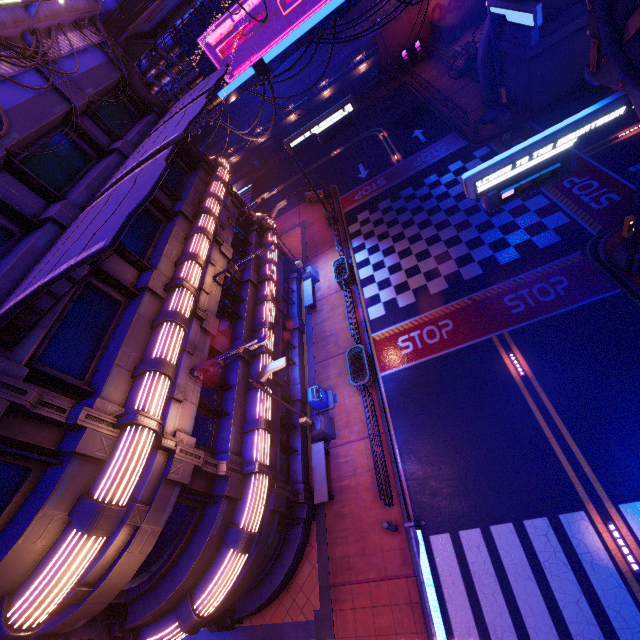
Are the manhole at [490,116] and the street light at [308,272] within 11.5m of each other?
no

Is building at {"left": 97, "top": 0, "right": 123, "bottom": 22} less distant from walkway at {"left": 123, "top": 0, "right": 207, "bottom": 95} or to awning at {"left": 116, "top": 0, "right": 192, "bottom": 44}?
walkway at {"left": 123, "top": 0, "right": 207, "bottom": 95}

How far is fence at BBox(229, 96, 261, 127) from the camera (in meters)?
40.06

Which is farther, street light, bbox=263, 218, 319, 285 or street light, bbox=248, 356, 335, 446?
street light, bbox=263, 218, 319, 285

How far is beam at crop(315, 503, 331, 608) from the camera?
11.77m

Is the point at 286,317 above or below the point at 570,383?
above

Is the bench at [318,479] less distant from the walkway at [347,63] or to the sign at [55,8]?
the sign at [55,8]

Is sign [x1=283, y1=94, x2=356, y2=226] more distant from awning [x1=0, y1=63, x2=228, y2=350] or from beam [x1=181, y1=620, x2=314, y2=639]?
beam [x1=181, y1=620, x2=314, y2=639]
